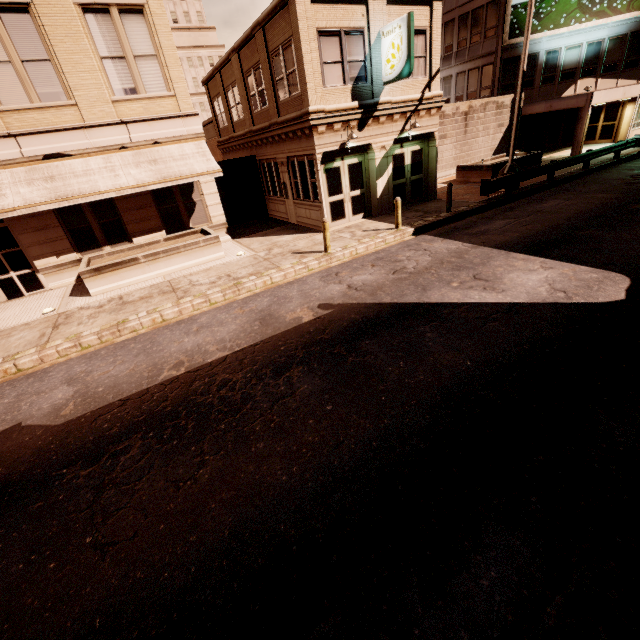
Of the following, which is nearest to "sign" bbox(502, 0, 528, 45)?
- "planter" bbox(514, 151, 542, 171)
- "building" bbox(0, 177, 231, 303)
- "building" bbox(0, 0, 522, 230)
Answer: "building" bbox(0, 0, 522, 230)

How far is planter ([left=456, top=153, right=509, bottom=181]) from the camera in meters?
18.9 m

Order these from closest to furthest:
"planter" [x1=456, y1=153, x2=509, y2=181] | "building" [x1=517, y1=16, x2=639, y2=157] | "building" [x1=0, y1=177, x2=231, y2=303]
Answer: "building" [x1=0, y1=177, x2=231, y2=303] → "planter" [x1=456, y1=153, x2=509, y2=181] → "building" [x1=517, y1=16, x2=639, y2=157]

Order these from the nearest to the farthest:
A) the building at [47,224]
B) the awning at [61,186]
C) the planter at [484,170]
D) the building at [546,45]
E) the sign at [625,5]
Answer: the awning at [61,186] < the building at [47,224] < the planter at [484,170] < the sign at [625,5] < the building at [546,45]

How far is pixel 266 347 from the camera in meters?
7.2

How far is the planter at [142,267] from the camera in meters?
11.5

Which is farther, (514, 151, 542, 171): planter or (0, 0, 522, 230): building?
(514, 151, 542, 171): planter

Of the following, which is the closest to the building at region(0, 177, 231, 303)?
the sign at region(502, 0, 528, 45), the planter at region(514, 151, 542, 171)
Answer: the planter at region(514, 151, 542, 171)
